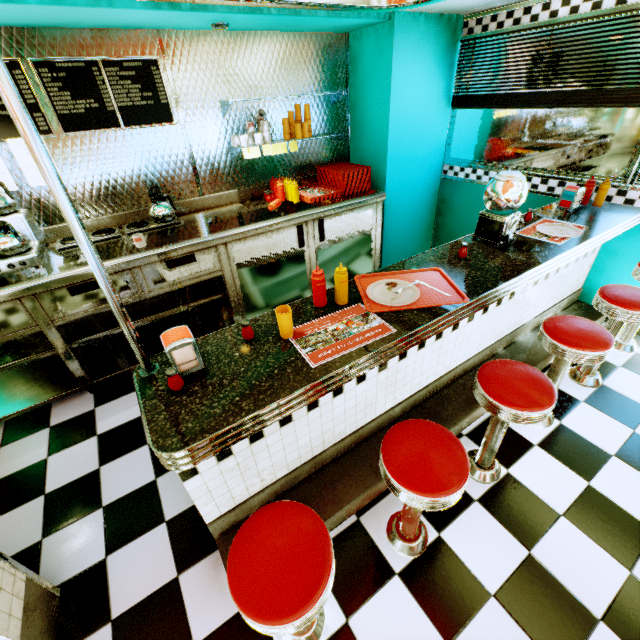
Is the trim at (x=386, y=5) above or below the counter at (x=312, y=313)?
above

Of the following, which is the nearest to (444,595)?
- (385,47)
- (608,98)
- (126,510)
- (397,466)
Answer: (397,466)

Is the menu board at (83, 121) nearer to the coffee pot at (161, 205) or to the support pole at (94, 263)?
the coffee pot at (161, 205)

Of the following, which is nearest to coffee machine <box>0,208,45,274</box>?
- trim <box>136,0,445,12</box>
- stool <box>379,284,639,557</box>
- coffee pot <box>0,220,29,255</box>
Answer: coffee pot <box>0,220,29,255</box>

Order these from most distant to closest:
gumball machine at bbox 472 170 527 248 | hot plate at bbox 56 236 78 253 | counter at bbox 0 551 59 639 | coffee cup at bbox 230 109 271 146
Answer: coffee cup at bbox 230 109 271 146
hot plate at bbox 56 236 78 253
gumball machine at bbox 472 170 527 248
counter at bbox 0 551 59 639

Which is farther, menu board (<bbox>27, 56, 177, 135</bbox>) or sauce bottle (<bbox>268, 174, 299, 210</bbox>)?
sauce bottle (<bbox>268, 174, 299, 210</bbox>)

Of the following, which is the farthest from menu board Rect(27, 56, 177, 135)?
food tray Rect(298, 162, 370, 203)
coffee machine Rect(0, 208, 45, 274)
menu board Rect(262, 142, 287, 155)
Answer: food tray Rect(298, 162, 370, 203)

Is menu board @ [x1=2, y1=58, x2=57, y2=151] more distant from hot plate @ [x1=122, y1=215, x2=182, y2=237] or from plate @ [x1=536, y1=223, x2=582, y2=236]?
plate @ [x1=536, y1=223, x2=582, y2=236]
